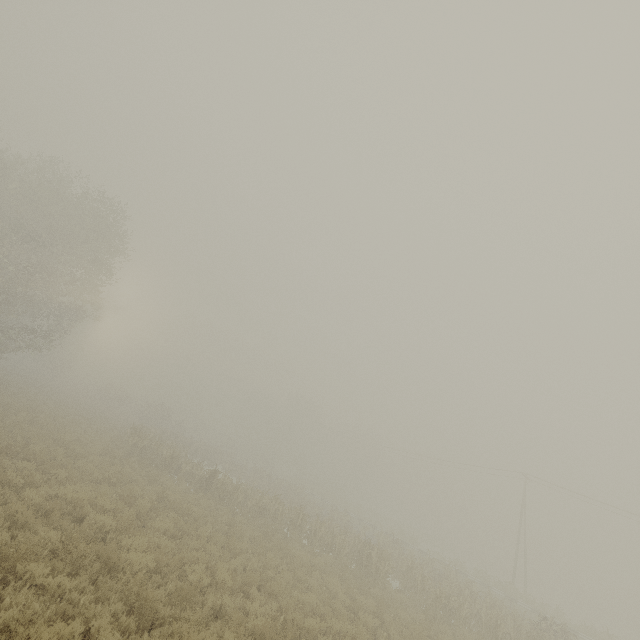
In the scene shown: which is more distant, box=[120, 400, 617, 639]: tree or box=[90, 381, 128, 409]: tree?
box=[90, 381, 128, 409]: tree

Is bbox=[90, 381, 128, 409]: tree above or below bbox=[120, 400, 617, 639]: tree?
above

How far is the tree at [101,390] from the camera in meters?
50.5 m

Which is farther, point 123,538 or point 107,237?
point 107,237

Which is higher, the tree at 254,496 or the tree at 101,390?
the tree at 101,390

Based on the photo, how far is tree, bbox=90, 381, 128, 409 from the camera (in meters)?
50.47
